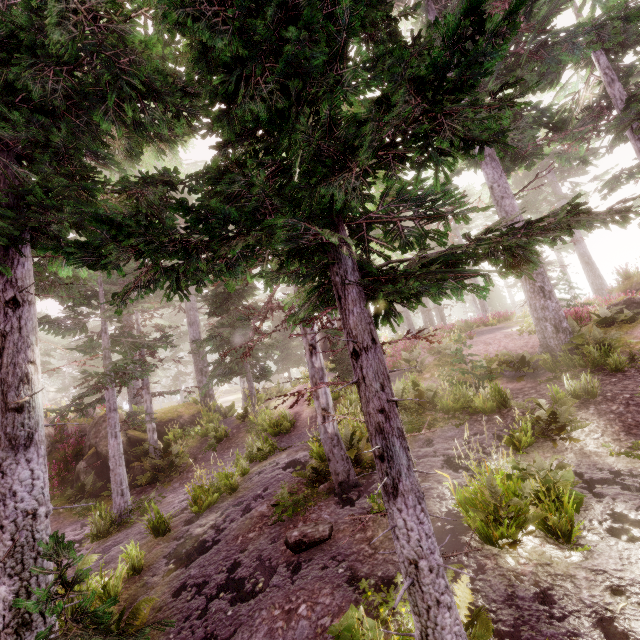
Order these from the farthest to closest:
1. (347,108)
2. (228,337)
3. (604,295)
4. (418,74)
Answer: (604,295), (228,337), (347,108), (418,74)

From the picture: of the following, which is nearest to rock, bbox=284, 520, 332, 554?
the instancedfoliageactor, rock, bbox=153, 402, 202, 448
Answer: the instancedfoliageactor

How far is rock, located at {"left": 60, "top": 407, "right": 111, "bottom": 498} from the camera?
14.1 meters

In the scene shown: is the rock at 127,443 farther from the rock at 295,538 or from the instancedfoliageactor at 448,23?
the rock at 295,538

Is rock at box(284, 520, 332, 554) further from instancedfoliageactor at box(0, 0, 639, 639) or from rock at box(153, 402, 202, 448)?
rock at box(153, 402, 202, 448)

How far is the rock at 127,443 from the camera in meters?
14.1 m

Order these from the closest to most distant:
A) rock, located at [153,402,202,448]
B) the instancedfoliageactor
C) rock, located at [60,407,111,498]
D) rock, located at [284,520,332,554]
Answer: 1. the instancedfoliageactor
2. rock, located at [284,520,332,554]
3. rock, located at [60,407,111,498]
4. rock, located at [153,402,202,448]
